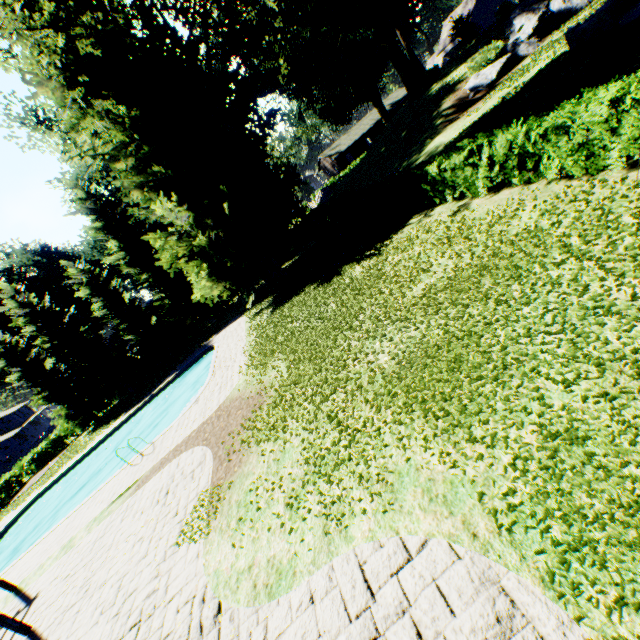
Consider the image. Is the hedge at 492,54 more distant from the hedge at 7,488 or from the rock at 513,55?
the hedge at 7,488

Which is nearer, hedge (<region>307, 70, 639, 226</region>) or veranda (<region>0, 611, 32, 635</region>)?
hedge (<region>307, 70, 639, 226</region>)

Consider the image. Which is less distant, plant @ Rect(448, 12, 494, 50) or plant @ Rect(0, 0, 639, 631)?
plant @ Rect(0, 0, 639, 631)

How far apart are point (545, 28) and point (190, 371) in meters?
37.5 m

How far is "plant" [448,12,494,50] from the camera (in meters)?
33.34

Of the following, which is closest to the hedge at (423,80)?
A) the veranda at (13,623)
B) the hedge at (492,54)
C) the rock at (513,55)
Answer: the rock at (513,55)

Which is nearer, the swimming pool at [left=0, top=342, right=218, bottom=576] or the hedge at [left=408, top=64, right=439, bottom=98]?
the swimming pool at [left=0, top=342, right=218, bottom=576]

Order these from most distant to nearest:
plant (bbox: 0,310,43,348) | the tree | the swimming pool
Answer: plant (bbox: 0,310,43,348) < the tree < the swimming pool
